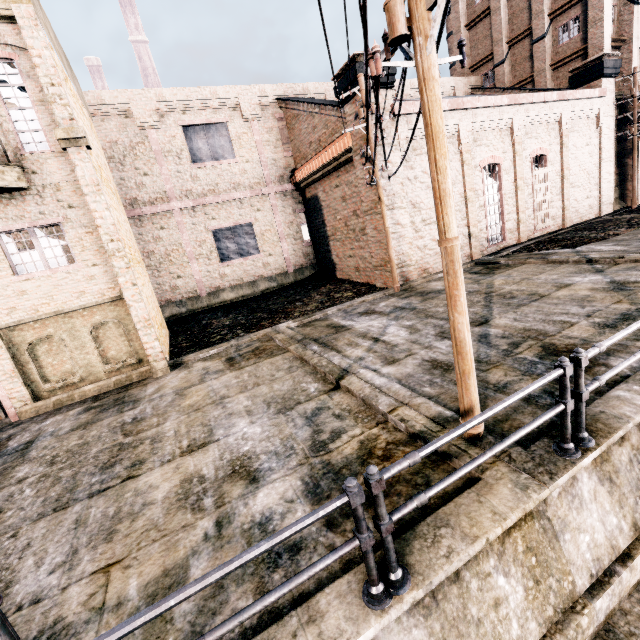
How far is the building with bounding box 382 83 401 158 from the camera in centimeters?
1481cm

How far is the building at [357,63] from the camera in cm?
1370

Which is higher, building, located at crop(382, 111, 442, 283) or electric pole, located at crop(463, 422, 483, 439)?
building, located at crop(382, 111, 442, 283)

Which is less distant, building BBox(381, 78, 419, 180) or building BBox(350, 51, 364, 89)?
building BBox(350, 51, 364, 89)

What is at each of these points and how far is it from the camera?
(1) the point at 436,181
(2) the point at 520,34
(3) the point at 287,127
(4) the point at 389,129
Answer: (1) electric pole, 3.8 meters
(2) building, 25.3 meters
(3) building, 22.7 meters
(4) building, 15.1 meters

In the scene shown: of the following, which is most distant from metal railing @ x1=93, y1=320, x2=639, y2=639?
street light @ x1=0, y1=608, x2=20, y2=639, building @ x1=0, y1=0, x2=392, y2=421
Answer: building @ x1=0, y1=0, x2=392, y2=421

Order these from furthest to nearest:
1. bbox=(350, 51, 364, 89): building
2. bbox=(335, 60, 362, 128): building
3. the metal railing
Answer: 1. bbox=(335, 60, 362, 128): building
2. bbox=(350, 51, 364, 89): building
3. the metal railing
